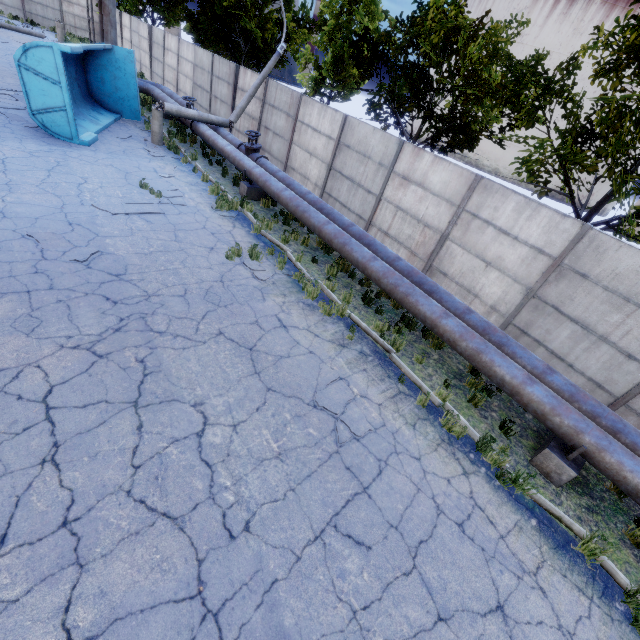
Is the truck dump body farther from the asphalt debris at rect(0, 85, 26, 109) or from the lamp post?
the lamp post

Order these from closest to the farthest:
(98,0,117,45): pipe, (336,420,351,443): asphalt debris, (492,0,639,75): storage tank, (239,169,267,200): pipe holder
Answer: (336,420,351,443): asphalt debris, (239,169,267,200): pipe holder, (98,0,117,45): pipe, (492,0,639,75): storage tank

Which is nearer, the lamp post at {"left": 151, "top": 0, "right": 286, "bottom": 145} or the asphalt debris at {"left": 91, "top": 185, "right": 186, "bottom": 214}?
the asphalt debris at {"left": 91, "top": 185, "right": 186, "bottom": 214}

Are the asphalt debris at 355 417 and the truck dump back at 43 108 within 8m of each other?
no

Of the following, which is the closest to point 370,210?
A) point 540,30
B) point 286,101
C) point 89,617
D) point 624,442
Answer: point 286,101

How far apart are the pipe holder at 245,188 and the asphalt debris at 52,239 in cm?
661

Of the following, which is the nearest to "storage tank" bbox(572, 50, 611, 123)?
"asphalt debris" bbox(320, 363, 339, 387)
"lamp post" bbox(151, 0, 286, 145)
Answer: "lamp post" bbox(151, 0, 286, 145)

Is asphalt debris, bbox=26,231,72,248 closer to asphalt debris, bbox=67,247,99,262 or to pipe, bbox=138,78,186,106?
asphalt debris, bbox=67,247,99,262
